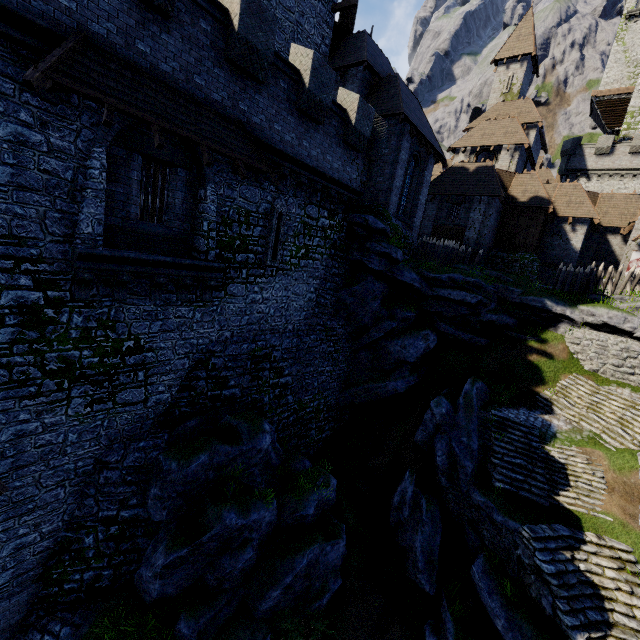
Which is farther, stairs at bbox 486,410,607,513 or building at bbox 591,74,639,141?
building at bbox 591,74,639,141

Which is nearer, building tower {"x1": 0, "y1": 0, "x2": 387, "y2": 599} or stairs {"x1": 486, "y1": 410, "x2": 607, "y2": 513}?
building tower {"x1": 0, "y1": 0, "x2": 387, "y2": 599}

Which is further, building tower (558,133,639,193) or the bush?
building tower (558,133,639,193)

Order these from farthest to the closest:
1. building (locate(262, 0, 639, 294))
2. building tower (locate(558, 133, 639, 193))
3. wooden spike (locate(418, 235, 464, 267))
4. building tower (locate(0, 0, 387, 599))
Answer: building tower (locate(558, 133, 639, 193)), wooden spike (locate(418, 235, 464, 267)), building (locate(262, 0, 639, 294)), building tower (locate(0, 0, 387, 599))

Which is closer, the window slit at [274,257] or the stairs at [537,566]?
the stairs at [537,566]

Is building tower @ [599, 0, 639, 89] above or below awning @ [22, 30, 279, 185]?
above

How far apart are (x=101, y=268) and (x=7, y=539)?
7.8m

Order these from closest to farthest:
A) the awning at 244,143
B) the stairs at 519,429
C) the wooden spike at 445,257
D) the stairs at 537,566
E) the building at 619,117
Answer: the awning at 244,143 → the stairs at 537,566 → the stairs at 519,429 → the wooden spike at 445,257 → the building at 619,117
